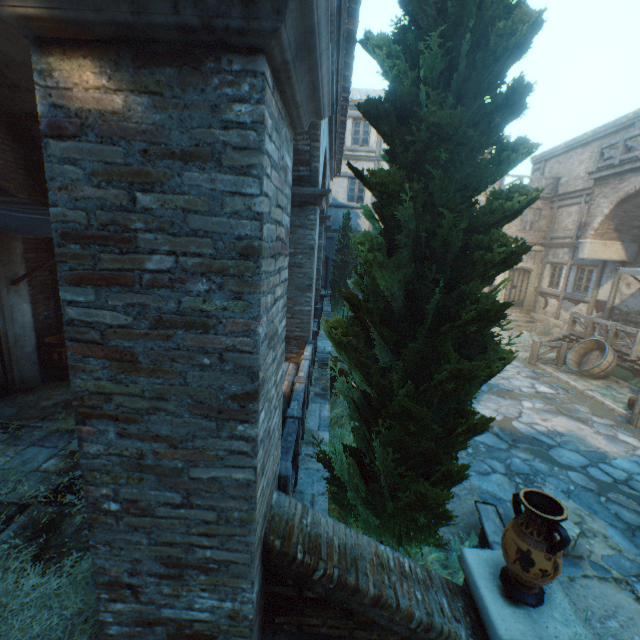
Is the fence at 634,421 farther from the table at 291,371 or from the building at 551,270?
the table at 291,371

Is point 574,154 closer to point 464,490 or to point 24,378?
point 464,490

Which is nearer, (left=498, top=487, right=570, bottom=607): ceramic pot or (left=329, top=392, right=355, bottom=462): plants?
(left=498, top=487, right=570, bottom=607): ceramic pot

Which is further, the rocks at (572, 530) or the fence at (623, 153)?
the fence at (623, 153)

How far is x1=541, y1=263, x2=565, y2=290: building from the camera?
16.9 meters

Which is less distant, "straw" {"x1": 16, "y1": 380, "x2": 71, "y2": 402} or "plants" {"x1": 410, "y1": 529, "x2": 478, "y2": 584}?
"plants" {"x1": 410, "y1": 529, "x2": 478, "y2": 584}

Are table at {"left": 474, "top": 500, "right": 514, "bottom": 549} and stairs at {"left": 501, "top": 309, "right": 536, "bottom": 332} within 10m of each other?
no

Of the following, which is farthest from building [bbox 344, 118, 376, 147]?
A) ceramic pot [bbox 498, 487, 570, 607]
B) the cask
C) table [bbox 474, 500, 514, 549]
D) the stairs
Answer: the cask
